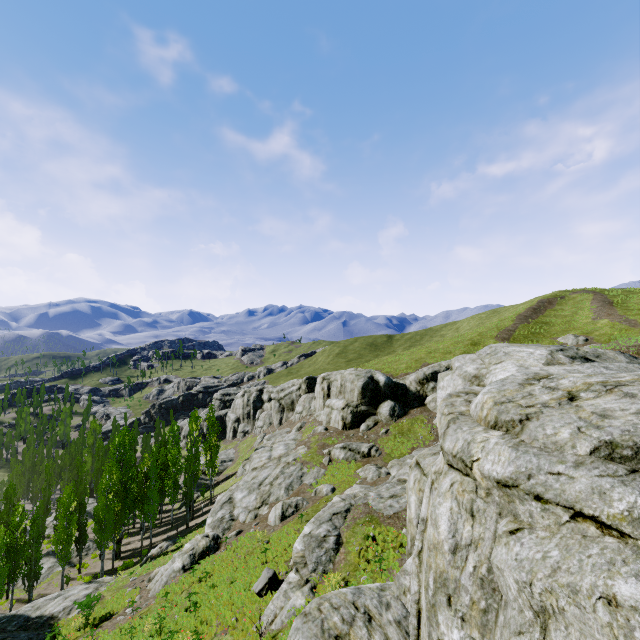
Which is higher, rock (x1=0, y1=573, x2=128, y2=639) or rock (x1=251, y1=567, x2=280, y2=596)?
rock (x1=251, y1=567, x2=280, y2=596)

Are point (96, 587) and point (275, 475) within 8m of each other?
no

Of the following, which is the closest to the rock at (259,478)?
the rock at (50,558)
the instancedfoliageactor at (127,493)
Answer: the instancedfoliageactor at (127,493)

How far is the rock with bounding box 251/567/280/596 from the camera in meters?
15.6

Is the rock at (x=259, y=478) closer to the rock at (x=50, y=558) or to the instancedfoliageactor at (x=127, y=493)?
the instancedfoliageactor at (x=127, y=493)

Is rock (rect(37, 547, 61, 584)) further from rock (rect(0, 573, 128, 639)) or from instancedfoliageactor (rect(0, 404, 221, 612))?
rock (rect(0, 573, 128, 639))

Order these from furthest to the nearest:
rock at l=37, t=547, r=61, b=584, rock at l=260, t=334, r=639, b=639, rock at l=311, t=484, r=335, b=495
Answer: rock at l=37, t=547, r=61, b=584, rock at l=311, t=484, r=335, b=495, rock at l=260, t=334, r=639, b=639
